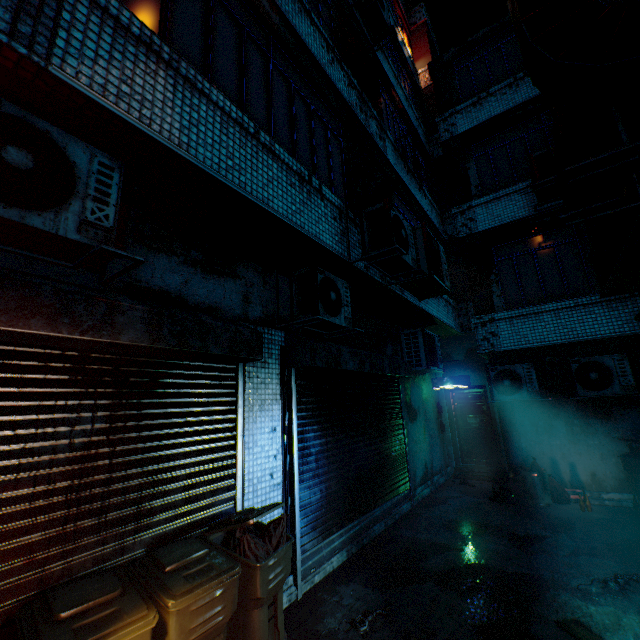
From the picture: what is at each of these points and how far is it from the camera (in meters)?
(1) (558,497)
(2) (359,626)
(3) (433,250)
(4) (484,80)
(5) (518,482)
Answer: (1) trash bag, 6.06
(2) gas mask, 2.91
(3) air conditioner, 5.28
(4) window, 8.73
(5) trash can, 6.55

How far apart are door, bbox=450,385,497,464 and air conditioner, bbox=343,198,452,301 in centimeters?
579cm

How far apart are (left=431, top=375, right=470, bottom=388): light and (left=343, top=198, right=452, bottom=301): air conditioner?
4.7 meters

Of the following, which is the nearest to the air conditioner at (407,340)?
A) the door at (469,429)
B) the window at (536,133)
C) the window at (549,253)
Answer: the window at (549,253)

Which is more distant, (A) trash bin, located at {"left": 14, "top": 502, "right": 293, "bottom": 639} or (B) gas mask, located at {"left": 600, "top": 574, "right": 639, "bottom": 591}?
(B) gas mask, located at {"left": 600, "top": 574, "right": 639, "bottom": 591}

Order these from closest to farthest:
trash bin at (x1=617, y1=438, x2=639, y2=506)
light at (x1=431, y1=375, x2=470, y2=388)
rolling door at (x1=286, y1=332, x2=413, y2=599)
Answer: rolling door at (x1=286, y1=332, x2=413, y2=599) < trash bin at (x1=617, y1=438, x2=639, y2=506) < light at (x1=431, y1=375, x2=470, y2=388)

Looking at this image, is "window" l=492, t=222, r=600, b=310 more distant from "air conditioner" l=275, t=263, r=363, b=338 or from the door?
"air conditioner" l=275, t=263, r=363, b=338

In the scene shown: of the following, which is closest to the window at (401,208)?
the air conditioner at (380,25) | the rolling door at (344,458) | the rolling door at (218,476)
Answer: the rolling door at (344,458)
